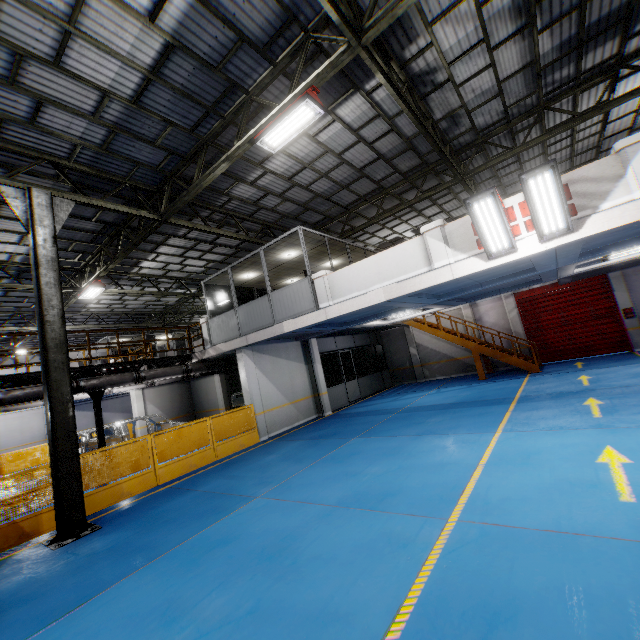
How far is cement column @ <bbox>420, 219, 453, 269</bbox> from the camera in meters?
8.0 m

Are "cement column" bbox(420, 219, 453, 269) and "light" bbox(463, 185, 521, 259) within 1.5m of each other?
yes

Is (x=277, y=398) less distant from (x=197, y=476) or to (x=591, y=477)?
(x=197, y=476)

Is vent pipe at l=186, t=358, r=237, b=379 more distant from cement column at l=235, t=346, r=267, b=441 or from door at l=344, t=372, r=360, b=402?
door at l=344, t=372, r=360, b=402

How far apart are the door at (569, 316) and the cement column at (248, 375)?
14.2m

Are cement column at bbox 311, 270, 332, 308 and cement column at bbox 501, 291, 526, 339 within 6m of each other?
no

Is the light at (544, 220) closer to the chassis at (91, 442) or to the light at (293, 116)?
the light at (293, 116)

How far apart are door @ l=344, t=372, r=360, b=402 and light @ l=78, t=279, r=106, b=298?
11.6m
